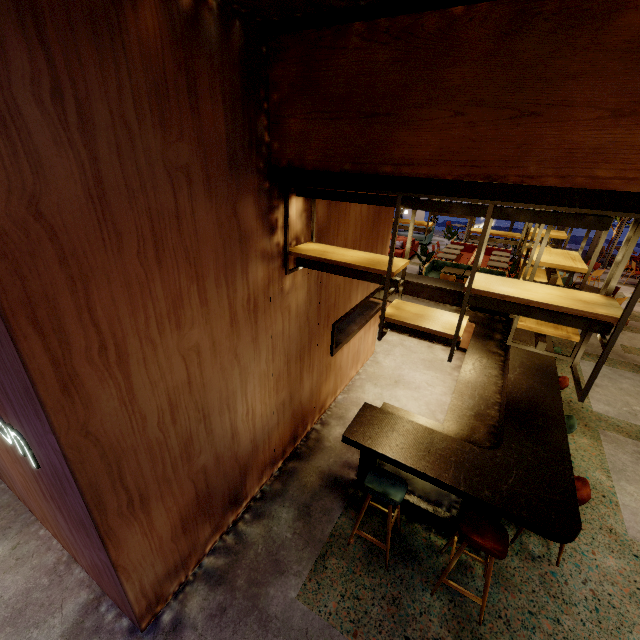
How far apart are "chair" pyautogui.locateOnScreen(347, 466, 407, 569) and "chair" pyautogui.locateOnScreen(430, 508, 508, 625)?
0.47m

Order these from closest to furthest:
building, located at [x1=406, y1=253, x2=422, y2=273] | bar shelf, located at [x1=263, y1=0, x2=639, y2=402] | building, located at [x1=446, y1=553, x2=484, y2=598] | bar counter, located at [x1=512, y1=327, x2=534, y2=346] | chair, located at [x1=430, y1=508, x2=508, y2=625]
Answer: bar shelf, located at [x1=263, y1=0, x2=639, y2=402]
chair, located at [x1=430, y1=508, x2=508, y2=625]
building, located at [x1=446, y1=553, x2=484, y2=598]
bar counter, located at [x1=512, y1=327, x2=534, y2=346]
building, located at [x1=406, y1=253, x2=422, y2=273]

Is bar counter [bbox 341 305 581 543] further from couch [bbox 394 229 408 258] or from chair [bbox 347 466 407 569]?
couch [bbox 394 229 408 258]

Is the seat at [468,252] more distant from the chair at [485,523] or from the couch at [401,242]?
the chair at [485,523]

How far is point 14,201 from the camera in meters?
1.4 m

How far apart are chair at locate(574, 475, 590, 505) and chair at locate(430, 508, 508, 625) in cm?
59

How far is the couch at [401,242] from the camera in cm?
1341

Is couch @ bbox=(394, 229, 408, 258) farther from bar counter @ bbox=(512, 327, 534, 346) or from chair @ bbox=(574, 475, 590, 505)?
chair @ bbox=(574, 475, 590, 505)
